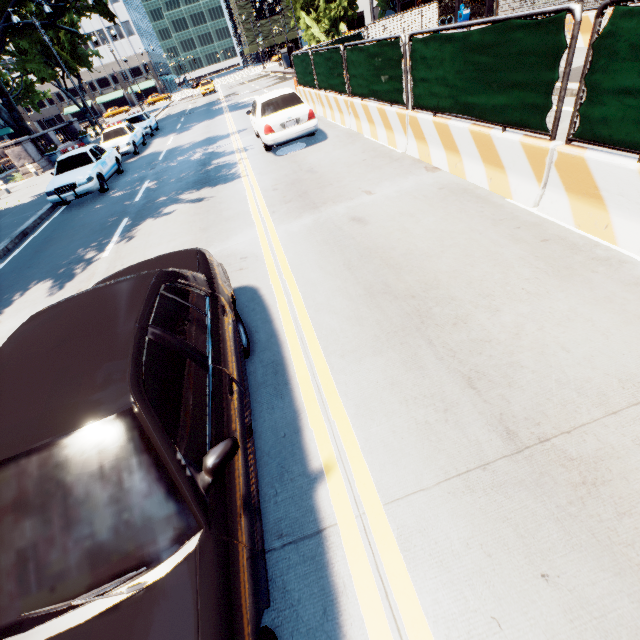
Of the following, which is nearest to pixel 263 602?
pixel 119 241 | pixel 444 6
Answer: pixel 119 241

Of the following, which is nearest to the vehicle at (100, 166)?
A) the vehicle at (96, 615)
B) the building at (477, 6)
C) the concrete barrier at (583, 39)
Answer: the concrete barrier at (583, 39)

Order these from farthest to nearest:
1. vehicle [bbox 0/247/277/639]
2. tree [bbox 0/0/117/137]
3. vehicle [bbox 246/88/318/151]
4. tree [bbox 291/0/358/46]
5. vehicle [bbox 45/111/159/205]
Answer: tree [bbox 291/0/358/46], tree [bbox 0/0/117/137], vehicle [bbox 45/111/159/205], vehicle [bbox 246/88/318/151], vehicle [bbox 0/247/277/639]

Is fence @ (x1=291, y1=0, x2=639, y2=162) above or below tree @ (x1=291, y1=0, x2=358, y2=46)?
below

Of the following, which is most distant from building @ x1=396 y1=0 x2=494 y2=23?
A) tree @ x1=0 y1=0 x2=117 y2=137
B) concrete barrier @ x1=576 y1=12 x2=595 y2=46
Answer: tree @ x1=0 y1=0 x2=117 y2=137

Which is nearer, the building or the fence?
the fence

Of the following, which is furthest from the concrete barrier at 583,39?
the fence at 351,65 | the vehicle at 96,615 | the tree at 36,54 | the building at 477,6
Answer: the tree at 36,54

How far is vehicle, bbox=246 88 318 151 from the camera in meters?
9.8
